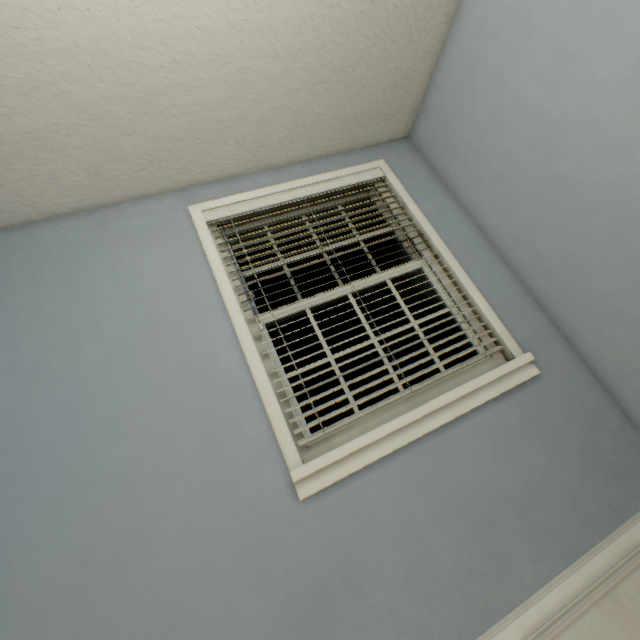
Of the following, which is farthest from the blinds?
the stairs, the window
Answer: the stairs

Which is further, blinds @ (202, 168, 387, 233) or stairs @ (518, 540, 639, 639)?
blinds @ (202, 168, 387, 233)

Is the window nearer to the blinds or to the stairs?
the blinds

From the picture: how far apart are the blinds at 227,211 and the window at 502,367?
0.00m

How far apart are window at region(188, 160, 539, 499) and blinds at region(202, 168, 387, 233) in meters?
0.0

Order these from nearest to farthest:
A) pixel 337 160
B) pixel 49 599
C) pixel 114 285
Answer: pixel 49 599
pixel 114 285
pixel 337 160

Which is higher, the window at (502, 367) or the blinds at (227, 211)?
the blinds at (227, 211)
